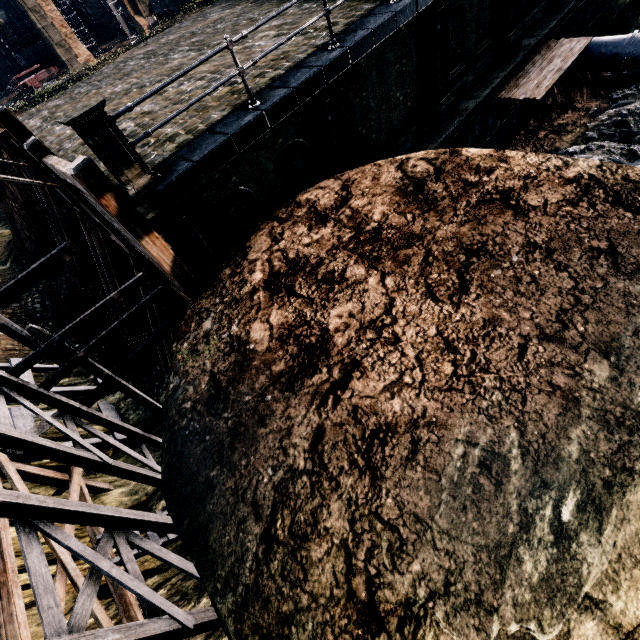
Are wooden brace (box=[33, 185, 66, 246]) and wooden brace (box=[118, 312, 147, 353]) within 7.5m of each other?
yes

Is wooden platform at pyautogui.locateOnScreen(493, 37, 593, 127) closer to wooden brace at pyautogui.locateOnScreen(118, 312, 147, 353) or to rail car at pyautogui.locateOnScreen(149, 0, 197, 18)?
wooden brace at pyautogui.locateOnScreen(118, 312, 147, 353)

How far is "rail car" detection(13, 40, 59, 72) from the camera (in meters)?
50.75

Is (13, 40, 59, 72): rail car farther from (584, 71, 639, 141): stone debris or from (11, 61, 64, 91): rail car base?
(584, 71, 639, 141): stone debris

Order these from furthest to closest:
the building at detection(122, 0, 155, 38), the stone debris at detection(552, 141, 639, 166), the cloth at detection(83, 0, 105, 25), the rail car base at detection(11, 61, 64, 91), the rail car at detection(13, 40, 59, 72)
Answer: the cloth at detection(83, 0, 105, 25)
the rail car at detection(13, 40, 59, 72)
the rail car base at detection(11, 61, 64, 91)
the building at detection(122, 0, 155, 38)
the stone debris at detection(552, 141, 639, 166)

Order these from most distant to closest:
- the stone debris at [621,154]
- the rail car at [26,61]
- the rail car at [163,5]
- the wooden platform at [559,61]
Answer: the rail car at [26,61] → the rail car at [163,5] → the stone debris at [621,154] → the wooden platform at [559,61]

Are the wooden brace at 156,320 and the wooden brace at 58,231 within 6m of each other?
no

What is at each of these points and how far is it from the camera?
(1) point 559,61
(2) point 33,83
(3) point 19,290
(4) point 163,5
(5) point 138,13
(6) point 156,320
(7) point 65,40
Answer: (1) wooden platform, 15.09m
(2) rail car base, 47.25m
(3) wooden scaffolding, 7.09m
(4) rail car, 37.16m
(5) building, 42.88m
(6) wooden brace, 13.39m
(7) building, 38.72m
